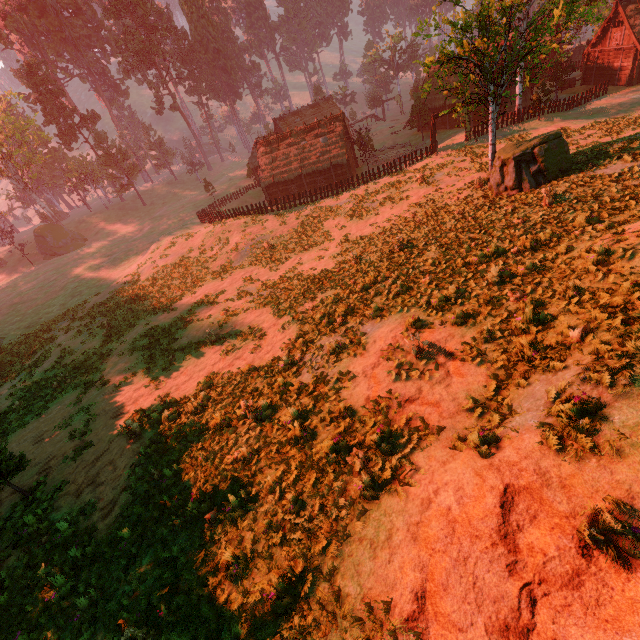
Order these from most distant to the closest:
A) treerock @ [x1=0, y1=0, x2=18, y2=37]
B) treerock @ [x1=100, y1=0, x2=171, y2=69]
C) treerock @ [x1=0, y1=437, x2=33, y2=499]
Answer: treerock @ [x1=0, y1=0, x2=18, y2=37] → treerock @ [x1=100, y1=0, x2=171, y2=69] → treerock @ [x1=0, y1=437, x2=33, y2=499]

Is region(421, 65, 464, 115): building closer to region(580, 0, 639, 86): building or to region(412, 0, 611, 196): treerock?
region(412, 0, 611, 196): treerock

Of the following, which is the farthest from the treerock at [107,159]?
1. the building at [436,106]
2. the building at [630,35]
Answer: the building at [630,35]

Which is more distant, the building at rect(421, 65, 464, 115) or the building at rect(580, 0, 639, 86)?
the building at rect(421, 65, 464, 115)

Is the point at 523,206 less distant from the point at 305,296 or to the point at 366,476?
the point at 305,296

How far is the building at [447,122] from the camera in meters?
44.3
